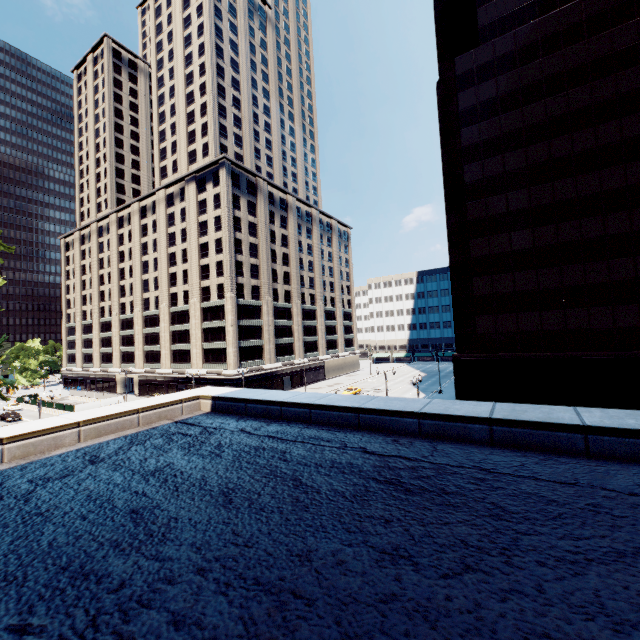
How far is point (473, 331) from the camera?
33.66m
